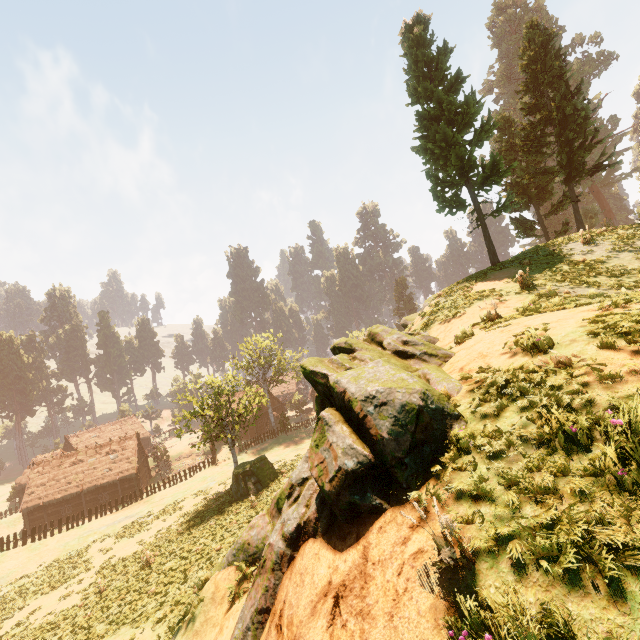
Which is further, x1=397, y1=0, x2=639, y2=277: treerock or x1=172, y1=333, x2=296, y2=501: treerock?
x1=172, y1=333, x2=296, y2=501: treerock

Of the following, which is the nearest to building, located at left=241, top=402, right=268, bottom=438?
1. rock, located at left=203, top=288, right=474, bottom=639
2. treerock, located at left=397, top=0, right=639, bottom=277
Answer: treerock, located at left=397, top=0, right=639, bottom=277

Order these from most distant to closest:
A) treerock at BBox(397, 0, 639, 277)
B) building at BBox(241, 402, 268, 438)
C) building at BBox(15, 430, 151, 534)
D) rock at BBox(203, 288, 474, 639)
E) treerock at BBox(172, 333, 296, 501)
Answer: building at BBox(241, 402, 268, 438) → building at BBox(15, 430, 151, 534) → treerock at BBox(172, 333, 296, 501) → treerock at BBox(397, 0, 639, 277) → rock at BBox(203, 288, 474, 639)

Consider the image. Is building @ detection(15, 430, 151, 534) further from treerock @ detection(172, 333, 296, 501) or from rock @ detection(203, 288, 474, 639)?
rock @ detection(203, 288, 474, 639)

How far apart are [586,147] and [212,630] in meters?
31.7 m

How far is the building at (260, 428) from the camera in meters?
55.0 m

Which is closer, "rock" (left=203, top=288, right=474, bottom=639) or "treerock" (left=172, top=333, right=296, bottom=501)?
"rock" (left=203, top=288, right=474, bottom=639)

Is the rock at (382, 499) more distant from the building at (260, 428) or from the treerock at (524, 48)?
the building at (260, 428)
